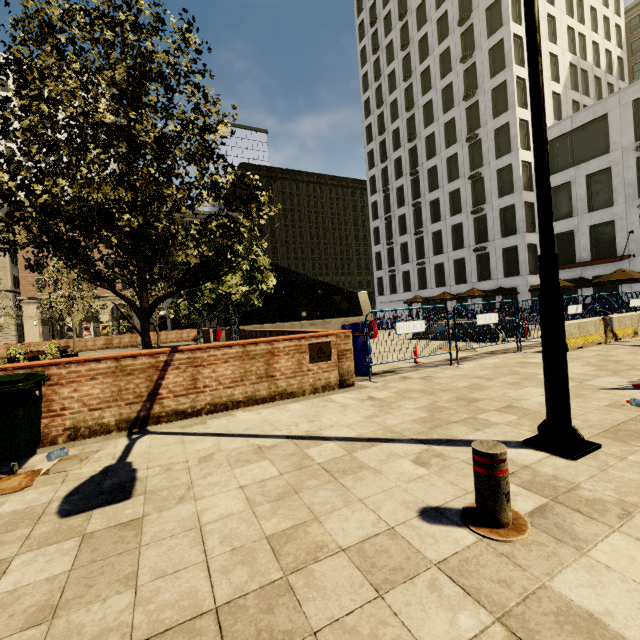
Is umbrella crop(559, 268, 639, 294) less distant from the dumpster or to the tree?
the tree

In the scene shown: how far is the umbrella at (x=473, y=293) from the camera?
25.5m

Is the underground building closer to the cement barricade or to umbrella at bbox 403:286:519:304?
umbrella at bbox 403:286:519:304

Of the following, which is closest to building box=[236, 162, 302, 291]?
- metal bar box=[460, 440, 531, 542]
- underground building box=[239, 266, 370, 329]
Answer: underground building box=[239, 266, 370, 329]

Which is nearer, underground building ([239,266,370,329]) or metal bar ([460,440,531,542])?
metal bar ([460,440,531,542])

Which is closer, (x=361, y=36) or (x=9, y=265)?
(x=9, y=265)

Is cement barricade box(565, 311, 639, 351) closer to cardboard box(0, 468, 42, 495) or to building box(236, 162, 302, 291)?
cardboard box(0, 468, 42, 495)

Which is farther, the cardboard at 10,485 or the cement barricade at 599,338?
the cement barricade at 599,338
